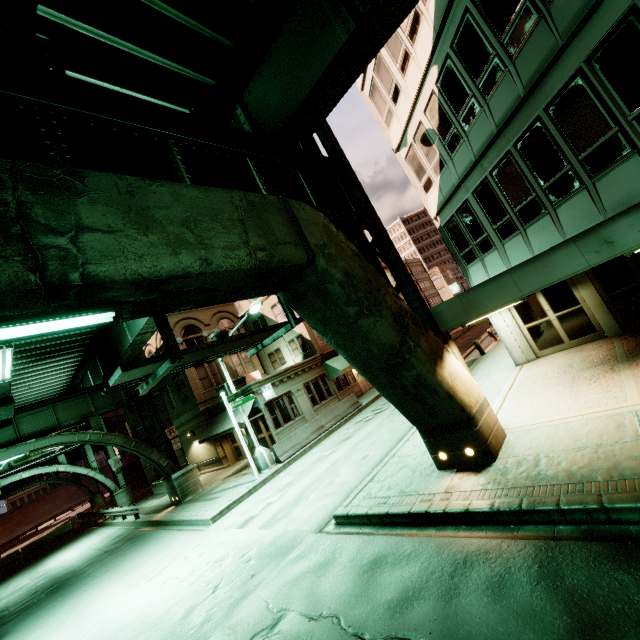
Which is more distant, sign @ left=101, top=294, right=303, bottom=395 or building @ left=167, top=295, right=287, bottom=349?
building @ left=167, top=295, right=287, bottom=349

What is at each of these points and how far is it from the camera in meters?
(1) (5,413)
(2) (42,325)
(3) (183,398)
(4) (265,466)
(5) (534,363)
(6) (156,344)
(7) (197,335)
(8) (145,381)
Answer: (1) sign, 4.2
(2) fluorescent light, 3.6
(3) building, 27.0
(4) street light, 17.0
(5) building, 13.1
(6) building, 28.3
(7) building, 27.8
(8) sign, 6.2

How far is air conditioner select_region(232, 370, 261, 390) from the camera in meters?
25.5

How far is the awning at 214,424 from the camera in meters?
21.4

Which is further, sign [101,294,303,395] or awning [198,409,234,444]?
awning [198,409,234,444]

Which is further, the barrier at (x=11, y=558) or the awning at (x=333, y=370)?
the barrier at (x=11, y=558)

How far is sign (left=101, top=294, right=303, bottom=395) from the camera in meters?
5.1

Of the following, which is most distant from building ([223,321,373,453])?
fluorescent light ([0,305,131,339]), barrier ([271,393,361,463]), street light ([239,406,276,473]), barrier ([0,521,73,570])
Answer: fluorescent light ([0,305,131,339])
